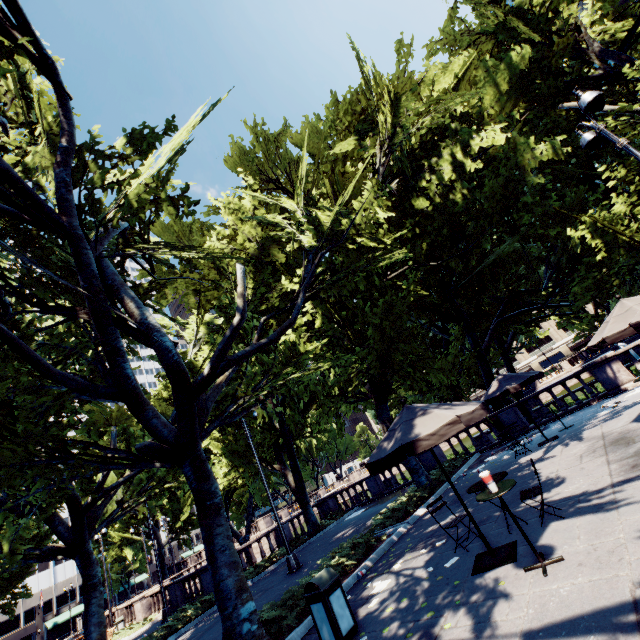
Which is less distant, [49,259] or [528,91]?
[49,259]

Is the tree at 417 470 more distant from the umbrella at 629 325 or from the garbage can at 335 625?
the umbrella at 629 325

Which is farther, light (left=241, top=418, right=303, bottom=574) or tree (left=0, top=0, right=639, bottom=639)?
light (left=241, top=418, right=303, bottom=574)

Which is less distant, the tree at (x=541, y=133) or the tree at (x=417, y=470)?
the tree at (x=541, y=133)

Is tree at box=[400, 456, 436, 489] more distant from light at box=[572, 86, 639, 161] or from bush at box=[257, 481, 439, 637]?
light at box=[572, 86, 639, 161]

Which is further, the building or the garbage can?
the building

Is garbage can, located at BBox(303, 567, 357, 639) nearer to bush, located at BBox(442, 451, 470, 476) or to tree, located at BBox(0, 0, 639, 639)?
tree, located at BBox(0, 0, 639, 639)

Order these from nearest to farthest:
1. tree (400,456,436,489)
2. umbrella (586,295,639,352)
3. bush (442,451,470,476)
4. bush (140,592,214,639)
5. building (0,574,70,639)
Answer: umbrella (586,295,639,352)
bush (140,592,214,639)
tree (400,456,436,489)
bush (442,451,470,476)
building (0,574,70,639)
